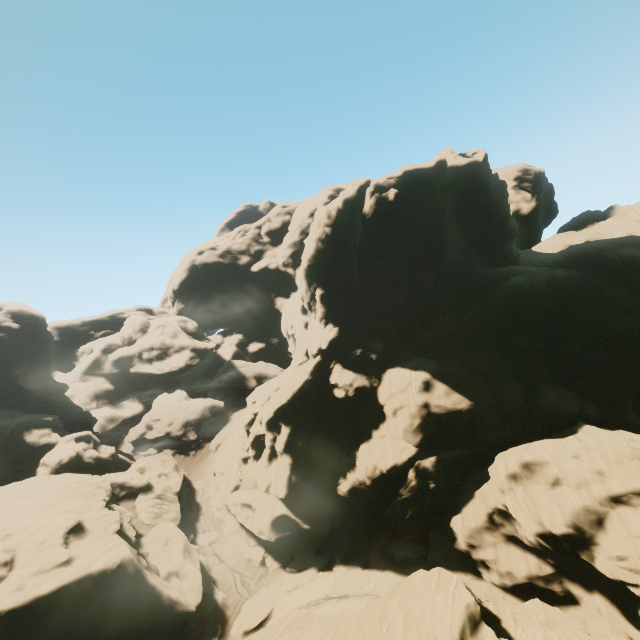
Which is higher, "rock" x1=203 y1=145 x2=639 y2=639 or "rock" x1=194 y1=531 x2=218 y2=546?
"rock" x1=203 y1=145 x2=639 y2=639

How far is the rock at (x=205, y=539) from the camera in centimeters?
4082cm

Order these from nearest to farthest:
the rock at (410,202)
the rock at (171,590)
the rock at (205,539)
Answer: the rock at (410,202)
the rock at (171,590)
the rock at (205,539)

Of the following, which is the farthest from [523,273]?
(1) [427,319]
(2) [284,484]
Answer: (2) [284,484]

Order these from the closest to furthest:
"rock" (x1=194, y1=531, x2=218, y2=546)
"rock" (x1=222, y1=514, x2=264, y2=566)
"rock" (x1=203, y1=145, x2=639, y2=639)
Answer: "rock" (x1=203, y1=145, x2=639, y2=639), "rock" (x1=222, y1=514, x2=264, y2=566), "rock" (x1=194, y1=531, x2=218, y2=546)

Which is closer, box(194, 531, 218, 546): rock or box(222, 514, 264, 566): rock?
box(222, 514, 264, 566): rock

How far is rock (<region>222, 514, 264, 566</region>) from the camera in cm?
3733
